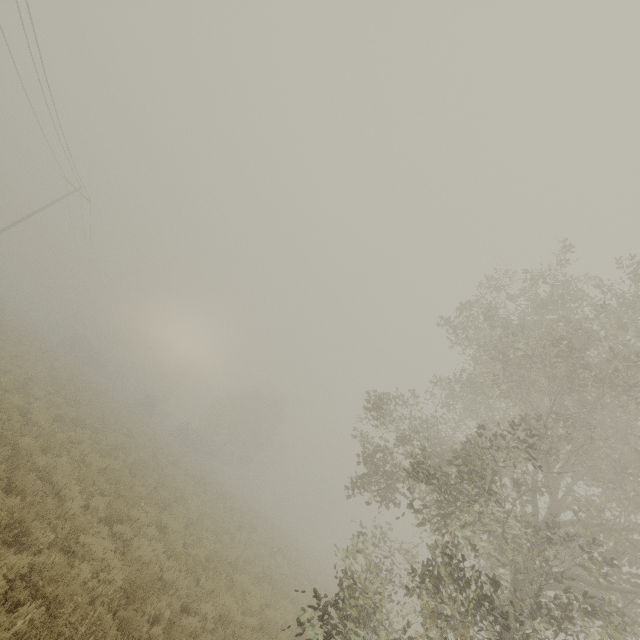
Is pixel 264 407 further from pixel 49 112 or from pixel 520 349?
pixel 520 349
